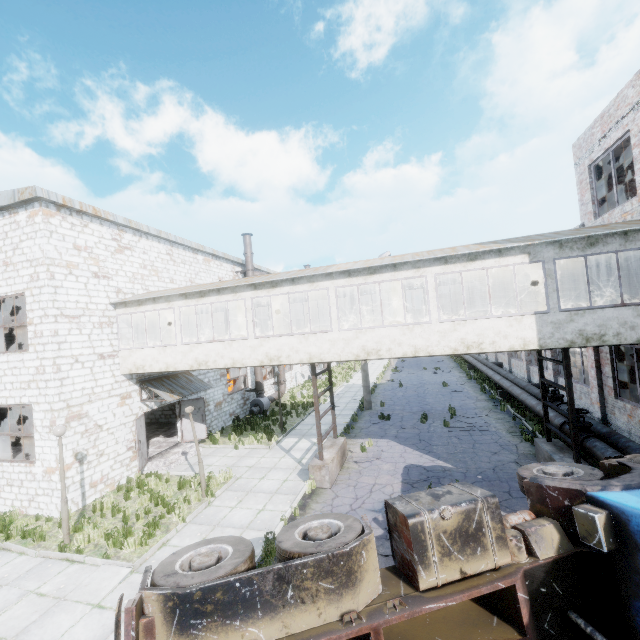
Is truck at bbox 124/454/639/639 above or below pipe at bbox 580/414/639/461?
above

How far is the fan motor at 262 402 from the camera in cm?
2180

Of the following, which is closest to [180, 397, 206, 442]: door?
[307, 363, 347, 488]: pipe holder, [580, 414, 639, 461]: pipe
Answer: [580, 414, 639, 461]: pipe

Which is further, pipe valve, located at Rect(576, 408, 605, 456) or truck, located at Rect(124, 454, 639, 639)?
pipe valve, located at Rect(576, 408, 605, 456)

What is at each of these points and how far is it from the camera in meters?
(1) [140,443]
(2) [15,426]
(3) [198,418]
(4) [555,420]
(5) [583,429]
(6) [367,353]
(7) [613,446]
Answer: (1) door, 13.4 m
(2) wire spool, 19.1 m
(3) door, 17.0 m
(4) pipe, 12.8 m
(5) pipe valve, 11.1 m
(6) building, 10.6 m
(7) pipe, 10.4 m

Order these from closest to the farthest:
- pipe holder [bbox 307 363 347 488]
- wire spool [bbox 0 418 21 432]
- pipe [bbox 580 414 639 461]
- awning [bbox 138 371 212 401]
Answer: pipe [bbox 580 414 639 461] < pipe holder [bbox 307 363 347 488] < awning [bbox 138 371 212 401] < wire spool [bbox 0 418 21 432]

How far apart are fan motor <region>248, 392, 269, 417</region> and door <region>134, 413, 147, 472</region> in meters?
7.8

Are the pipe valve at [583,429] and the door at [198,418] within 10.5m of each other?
no
